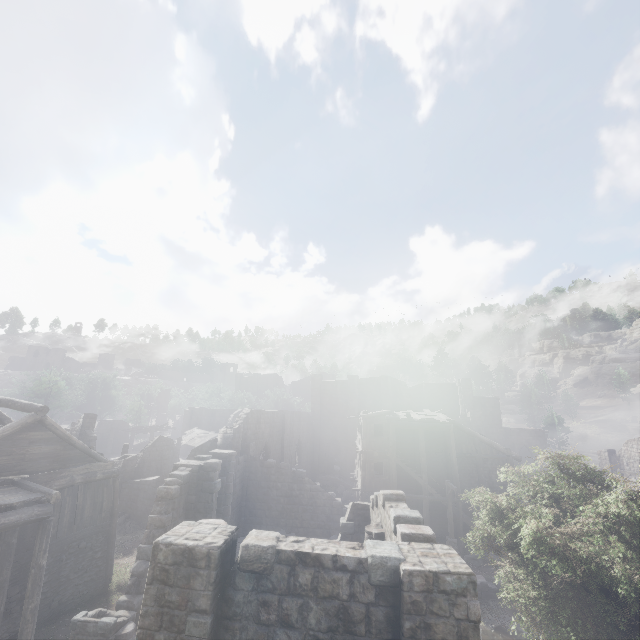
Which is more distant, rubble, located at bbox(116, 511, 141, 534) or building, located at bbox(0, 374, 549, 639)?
rubble, located at bbox(116, 511, 141, 534)

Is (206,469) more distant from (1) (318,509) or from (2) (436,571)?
(2) (436,571)

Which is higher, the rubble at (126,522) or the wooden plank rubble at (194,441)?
the wooden plank rubble at (194,441)

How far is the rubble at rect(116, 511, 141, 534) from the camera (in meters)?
22.86

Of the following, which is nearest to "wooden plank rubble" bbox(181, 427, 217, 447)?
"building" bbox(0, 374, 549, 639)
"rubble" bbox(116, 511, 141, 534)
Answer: "building" bbox(0, 374, 549, 639)

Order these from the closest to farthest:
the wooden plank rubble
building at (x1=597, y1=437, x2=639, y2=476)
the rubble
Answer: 1. the rubble
2. building at (x1=597, y1=437, x2=639, y2=476)
3. the wooden plank rubble

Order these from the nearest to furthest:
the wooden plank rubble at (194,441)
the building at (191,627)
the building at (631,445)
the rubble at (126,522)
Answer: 1. the building at (191,627)
2. the rubble at (126,522)
3. the building at (631,445)
4. the wooden plank rubble at (194,441)
